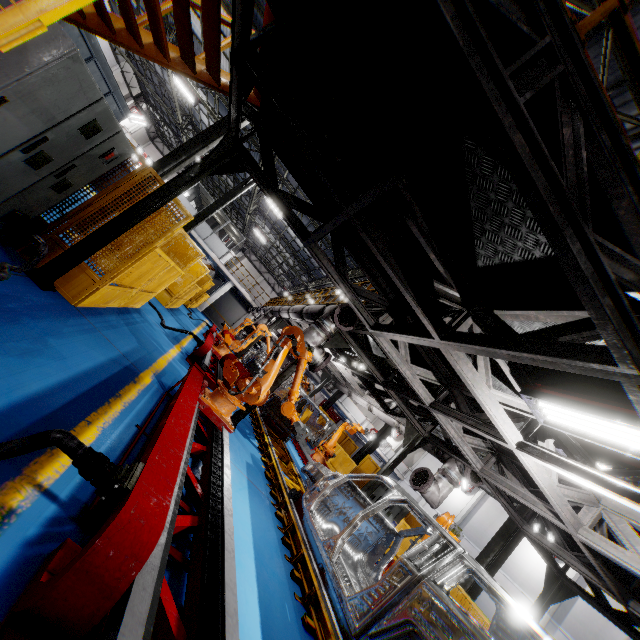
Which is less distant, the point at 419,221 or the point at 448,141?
the point at 448,141

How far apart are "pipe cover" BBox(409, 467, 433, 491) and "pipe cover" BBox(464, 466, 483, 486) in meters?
0.7

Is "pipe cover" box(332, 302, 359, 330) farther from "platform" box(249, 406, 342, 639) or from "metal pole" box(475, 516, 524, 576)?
"metal pole" box(475, 516, 524, 576)

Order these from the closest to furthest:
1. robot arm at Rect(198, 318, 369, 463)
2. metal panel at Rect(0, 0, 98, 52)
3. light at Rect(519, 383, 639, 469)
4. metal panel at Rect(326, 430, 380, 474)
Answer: metal panel at Rect(0, 0, 98, 52), light at Rect(519, 383, 639, 469), robot arm at Rect(198, 318, 369, 463), metal panel at Rect(326, 430, 380, 474)

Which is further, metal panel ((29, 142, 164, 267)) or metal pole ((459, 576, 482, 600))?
metal pole ((459, 576, 482, 600))

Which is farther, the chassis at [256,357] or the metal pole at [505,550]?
the chassis at [256,357]

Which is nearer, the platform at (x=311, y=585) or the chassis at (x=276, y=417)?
the platform at (x=311, y=585)

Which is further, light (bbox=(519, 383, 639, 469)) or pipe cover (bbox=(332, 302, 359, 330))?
pipe cover (bbox=(332, 302, 359, 330))
